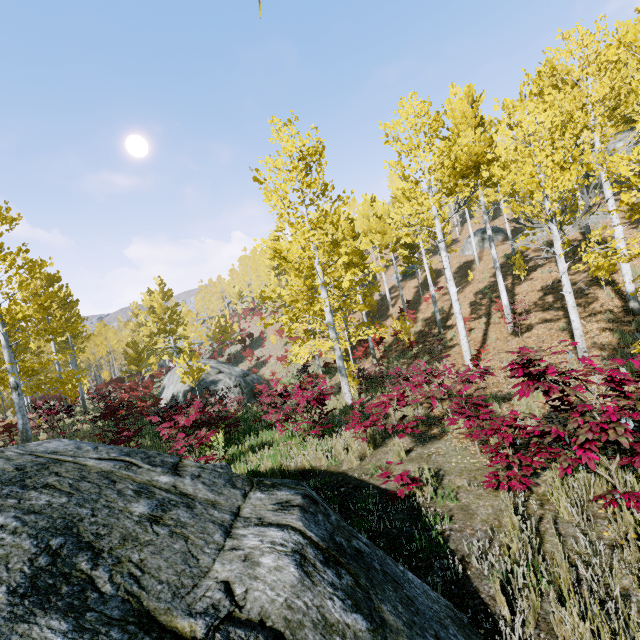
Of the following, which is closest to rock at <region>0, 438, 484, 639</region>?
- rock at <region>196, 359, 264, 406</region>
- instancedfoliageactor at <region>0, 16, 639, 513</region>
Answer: instancedfoliageactor at <region>0, 16, 639, 513</region>

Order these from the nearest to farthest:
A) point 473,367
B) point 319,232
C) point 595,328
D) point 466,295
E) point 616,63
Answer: point 616,63 < point 595,328 < point 473,367 < point 466,295 < point 319,232

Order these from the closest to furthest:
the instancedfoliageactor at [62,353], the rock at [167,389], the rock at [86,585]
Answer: the rock at [86,585]
the instancedfoliageactor at [62,353]
the rock at [167,389]

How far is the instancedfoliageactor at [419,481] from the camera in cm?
424

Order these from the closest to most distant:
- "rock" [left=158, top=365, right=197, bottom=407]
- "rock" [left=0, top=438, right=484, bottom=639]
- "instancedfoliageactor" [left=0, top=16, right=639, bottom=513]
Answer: "rock" [left=0, top=438, right=484, bottom=639]
"instancedfoliageactor" [left=0, top=16, right=639, bottom=513]
"rock" [left=158, top=365, right=197, bottom=407]

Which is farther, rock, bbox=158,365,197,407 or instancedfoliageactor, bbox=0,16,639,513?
rock, bbox=158,365,197,407

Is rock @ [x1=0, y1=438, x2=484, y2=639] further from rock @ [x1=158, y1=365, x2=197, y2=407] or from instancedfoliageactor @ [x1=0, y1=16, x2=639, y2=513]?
rock @ [x1=158, y1=365, x2=197, y2=407]
